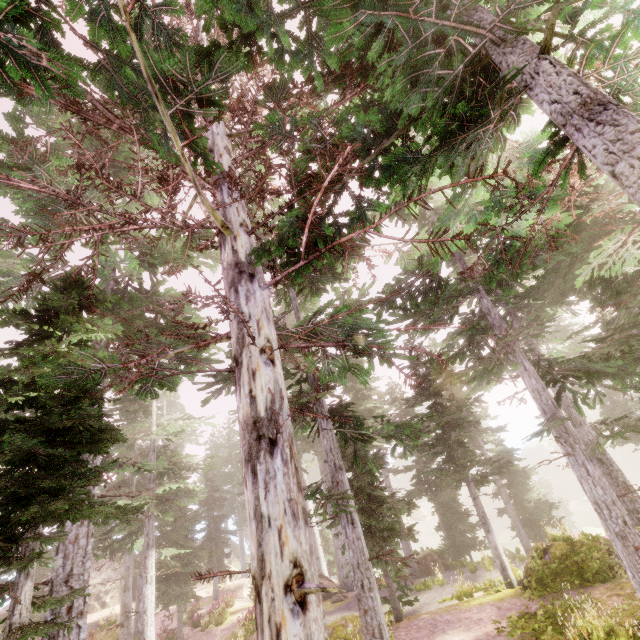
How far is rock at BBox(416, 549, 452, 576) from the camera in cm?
1986

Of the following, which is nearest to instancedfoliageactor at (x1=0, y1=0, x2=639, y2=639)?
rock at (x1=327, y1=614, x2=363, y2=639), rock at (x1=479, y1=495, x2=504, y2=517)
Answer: rock at (x1=479, y1=495, x2=504, y2=517)

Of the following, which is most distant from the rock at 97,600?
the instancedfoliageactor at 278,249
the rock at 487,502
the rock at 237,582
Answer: the rock at 487,502

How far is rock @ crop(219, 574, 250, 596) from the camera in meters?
30.7

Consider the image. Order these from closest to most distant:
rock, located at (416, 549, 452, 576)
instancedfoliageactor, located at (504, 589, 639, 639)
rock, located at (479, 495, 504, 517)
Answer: instancedfoliageactor, located at (504, 589, 639, 639)
rock, located at (416, 549, 452, 576)
rock, located at (479, 495, 504, 517)

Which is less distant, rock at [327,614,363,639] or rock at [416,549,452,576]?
rock at [327,614,363,639]

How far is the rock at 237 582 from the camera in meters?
30.7 m

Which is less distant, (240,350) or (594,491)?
(240,350)
